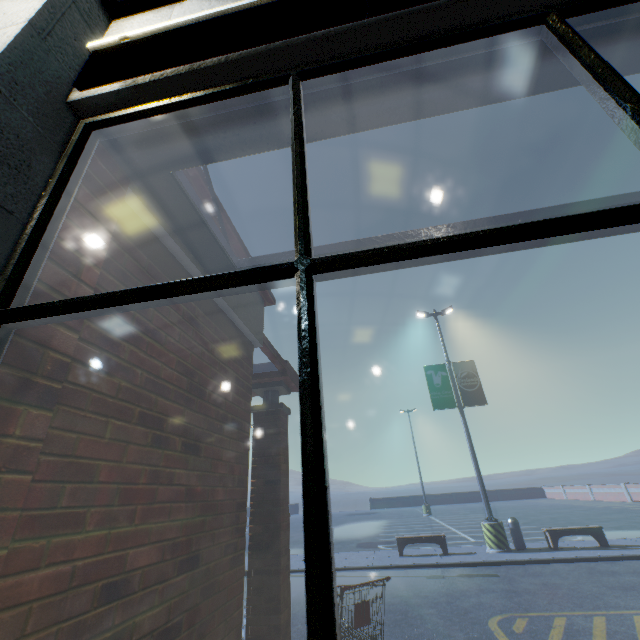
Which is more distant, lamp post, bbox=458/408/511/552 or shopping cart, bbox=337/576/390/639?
lamp post, bbox=458/408/511/552

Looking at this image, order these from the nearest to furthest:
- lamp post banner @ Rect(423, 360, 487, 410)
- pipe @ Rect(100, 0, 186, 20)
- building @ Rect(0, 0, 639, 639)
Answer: building @ Rect(0, 0, 639, 639) → pipe @ Rect(100, 0, 186, 20) → lamp post banner @ Rect(423, 360, 487, 410)

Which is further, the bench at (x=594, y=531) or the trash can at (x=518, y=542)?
the trash can at (x=518, y=542)

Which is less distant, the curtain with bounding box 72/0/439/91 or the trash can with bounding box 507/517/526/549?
the curtain with bounding box 72/0/439/91

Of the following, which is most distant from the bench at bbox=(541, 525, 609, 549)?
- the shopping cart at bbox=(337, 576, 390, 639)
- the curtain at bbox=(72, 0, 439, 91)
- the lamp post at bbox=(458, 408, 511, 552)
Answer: the curtain at bbox=(72, 0, 439, 91)

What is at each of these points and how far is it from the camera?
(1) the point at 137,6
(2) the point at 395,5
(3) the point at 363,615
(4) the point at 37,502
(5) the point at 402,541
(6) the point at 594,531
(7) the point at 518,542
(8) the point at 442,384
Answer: (1) pipe, 1.90m
(2) curtain, 1.12m
(3) shopping cart, 3.92m
(4) building, 1.40m
(5) bench, 11.84m
(6) bench, 11.03m
(7) trash can, 11.51m
(8) lamp post banner, 14.41m

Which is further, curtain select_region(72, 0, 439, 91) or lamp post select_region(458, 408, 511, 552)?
lamp post select_region(458, 408, 511, 552)

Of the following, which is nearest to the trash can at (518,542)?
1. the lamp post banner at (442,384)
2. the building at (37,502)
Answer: the lamp post banner at (442,384)
